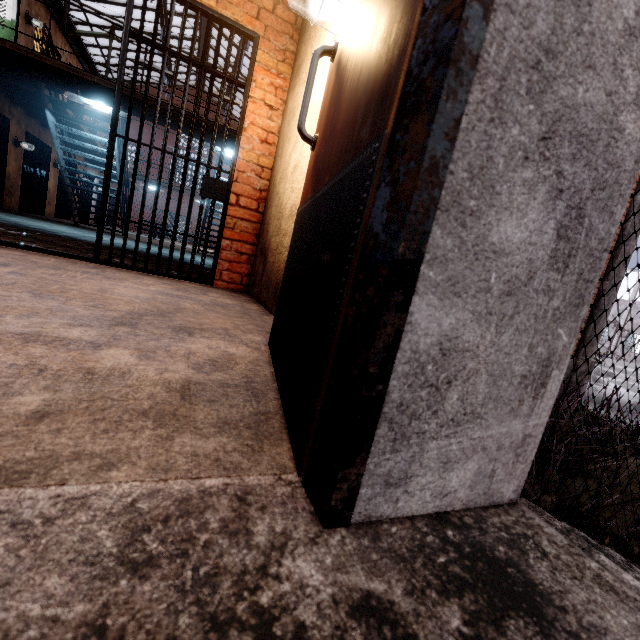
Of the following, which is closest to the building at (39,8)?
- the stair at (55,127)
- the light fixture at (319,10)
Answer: the stair at (55,127)

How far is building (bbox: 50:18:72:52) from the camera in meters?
10.0

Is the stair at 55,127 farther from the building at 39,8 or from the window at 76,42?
the window at 76,42

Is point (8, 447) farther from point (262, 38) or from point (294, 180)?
point (262, 38)

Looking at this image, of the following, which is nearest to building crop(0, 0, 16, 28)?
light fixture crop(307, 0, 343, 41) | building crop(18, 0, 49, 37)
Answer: building crop(18, 0, 49, 37)

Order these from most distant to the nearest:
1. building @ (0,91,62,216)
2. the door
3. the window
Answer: the window < building @ (0,91,62,216) < the door

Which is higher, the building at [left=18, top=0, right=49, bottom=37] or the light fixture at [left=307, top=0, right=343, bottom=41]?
the building at [left=18, top=0, right=49, bottom=37]

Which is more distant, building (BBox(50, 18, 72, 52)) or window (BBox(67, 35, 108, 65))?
window (BBox(67, 35, 108, 65))
